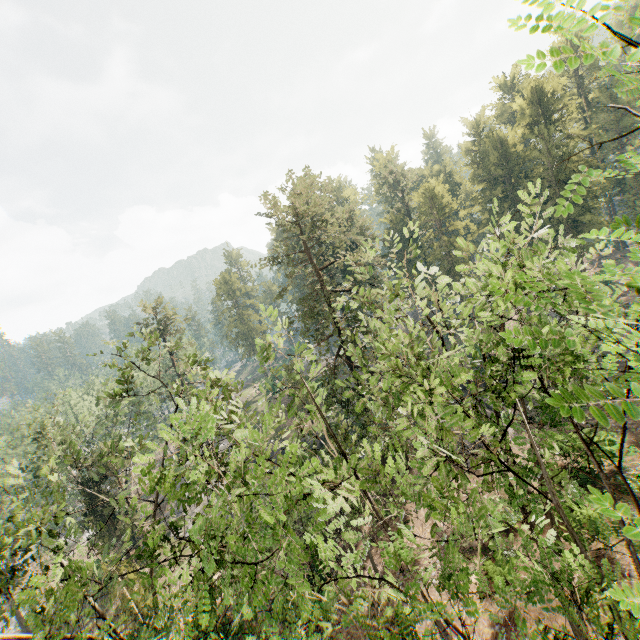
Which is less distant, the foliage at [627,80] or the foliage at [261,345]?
the foliage at [627,80]

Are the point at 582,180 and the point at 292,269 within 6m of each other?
no

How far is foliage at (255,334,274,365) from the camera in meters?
8.5 m

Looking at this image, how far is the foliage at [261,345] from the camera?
8.49m

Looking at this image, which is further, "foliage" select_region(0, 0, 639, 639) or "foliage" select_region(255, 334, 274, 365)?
"foliage" select_region(255, 334, 274, 365)
